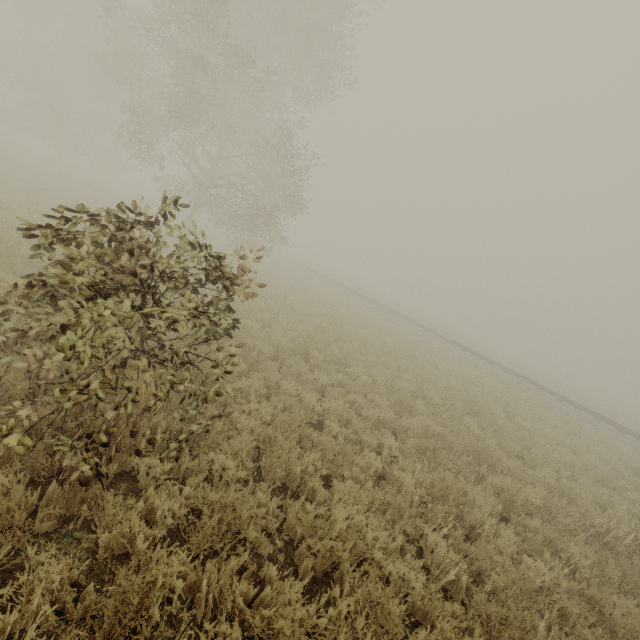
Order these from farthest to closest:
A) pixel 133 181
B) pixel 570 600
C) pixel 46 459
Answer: pixel 133 181 → pixel 570 600 → pixel 46 459
